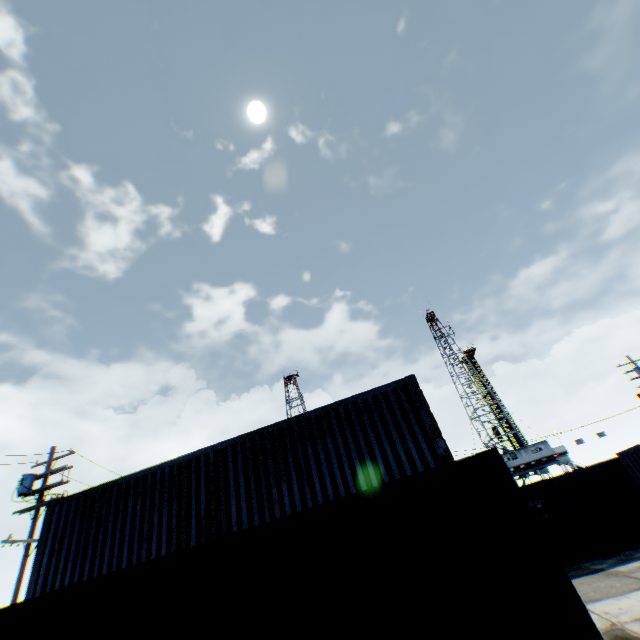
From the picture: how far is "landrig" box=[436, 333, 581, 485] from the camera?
41.7m

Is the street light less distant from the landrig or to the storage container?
the storage container

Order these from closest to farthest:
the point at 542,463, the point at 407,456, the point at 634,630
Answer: the point at 634,630 < the point at 407,456 < the point at 542,463

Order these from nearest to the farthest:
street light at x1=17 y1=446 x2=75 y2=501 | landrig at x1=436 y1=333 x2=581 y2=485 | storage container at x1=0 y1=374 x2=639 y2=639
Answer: storage container at x1=0 y1=374 x2=639 y2=639 < street light at x1=17 y1=446 x2=75 y2=501 < landrig at x1=436 y1=333 x2=581 y2=485

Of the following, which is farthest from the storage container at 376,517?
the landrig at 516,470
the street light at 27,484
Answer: the landrig at 516,470

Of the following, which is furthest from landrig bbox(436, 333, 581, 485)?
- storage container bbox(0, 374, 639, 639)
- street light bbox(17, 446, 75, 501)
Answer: street light bbox(17, 446, 75, 501)
